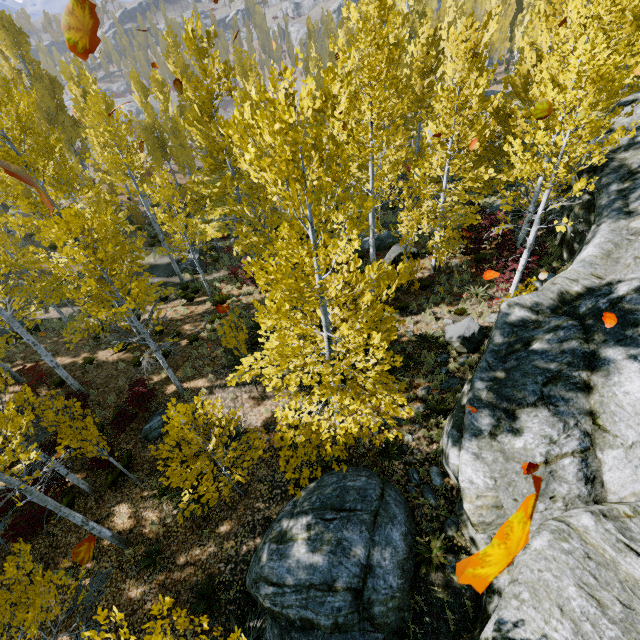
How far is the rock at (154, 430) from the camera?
12.09m

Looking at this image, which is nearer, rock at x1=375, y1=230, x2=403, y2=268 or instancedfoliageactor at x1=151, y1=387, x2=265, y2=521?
instancedfoliageactor at x1=151, y1=387, x2=265, y2=521

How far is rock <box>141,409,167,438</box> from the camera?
12.1 meters

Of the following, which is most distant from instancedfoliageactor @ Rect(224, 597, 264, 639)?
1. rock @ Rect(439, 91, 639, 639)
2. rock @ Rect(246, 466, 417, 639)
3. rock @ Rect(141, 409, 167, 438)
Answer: rock @ Rect(141, 409, 167, 438)

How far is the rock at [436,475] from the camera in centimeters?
849cm

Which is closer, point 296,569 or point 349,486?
point 296,569

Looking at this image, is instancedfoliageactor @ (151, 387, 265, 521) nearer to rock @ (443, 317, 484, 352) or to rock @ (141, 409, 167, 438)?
rock @ (443, 317, 484, 352)

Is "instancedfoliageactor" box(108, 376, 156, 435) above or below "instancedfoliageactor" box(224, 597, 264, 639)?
below
